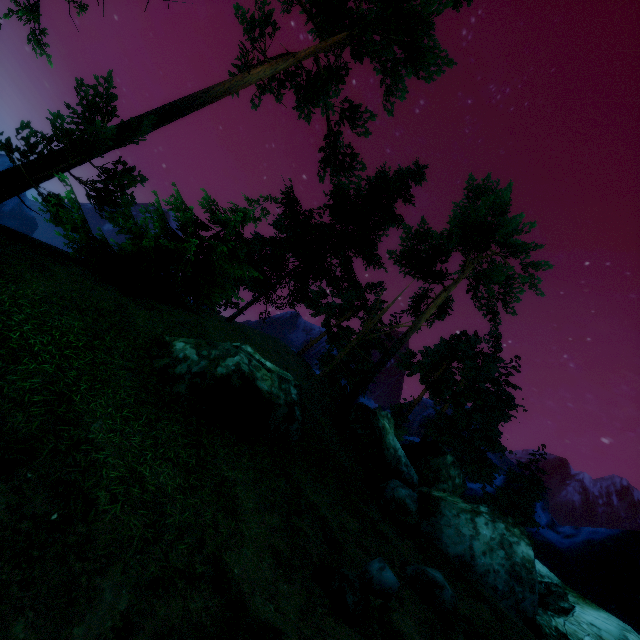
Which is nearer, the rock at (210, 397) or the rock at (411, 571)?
the rock at (411, 571)

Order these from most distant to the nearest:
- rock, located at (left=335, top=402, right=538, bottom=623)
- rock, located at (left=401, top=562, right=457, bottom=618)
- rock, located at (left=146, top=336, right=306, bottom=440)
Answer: rock, located at (left=335, top=402, right=538, bottom=623) → rock, located at (left=146, top=336, right=306, bottom=440) → rock, located at (left=401, top=562, right=457, bottom=618)

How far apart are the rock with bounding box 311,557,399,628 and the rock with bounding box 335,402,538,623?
8.25m

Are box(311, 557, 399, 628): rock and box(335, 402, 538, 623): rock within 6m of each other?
no

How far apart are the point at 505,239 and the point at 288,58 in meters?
19.6 m

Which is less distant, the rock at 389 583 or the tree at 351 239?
the rock at 389 583

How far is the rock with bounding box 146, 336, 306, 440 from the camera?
8.2m

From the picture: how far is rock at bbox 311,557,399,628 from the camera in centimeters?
524cm
